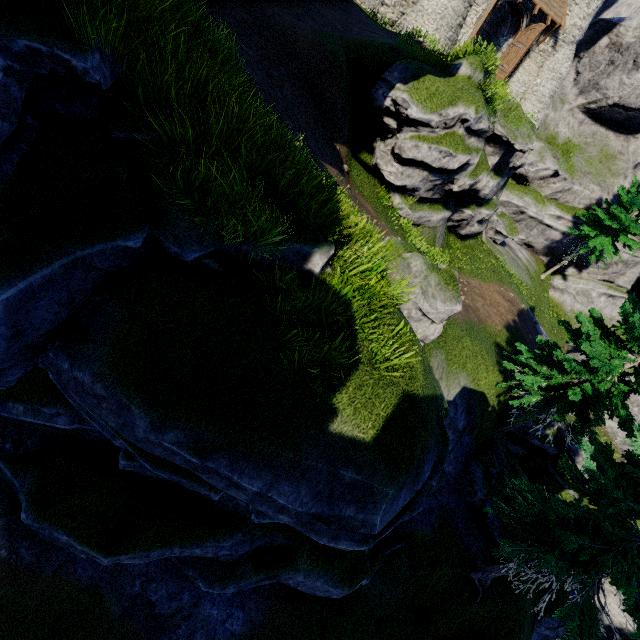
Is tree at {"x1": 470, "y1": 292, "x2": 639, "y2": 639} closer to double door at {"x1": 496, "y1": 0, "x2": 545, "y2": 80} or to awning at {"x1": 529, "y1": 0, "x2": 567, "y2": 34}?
double door at {"x1": 496, "y1": 0, "x2": 545, "y2": 80}

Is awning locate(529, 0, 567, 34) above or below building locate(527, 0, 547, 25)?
above

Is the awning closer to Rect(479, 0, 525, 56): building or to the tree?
Rect(479, 0, 525, 56): building

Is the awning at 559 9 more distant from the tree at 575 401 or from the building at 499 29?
the tree at 575 401

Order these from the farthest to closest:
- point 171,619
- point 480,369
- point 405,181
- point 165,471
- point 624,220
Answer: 1. point 624,220
2. point 405,181
3. point 480,369
4. point 171,619
5. point 165,471

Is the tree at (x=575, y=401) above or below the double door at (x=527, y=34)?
below

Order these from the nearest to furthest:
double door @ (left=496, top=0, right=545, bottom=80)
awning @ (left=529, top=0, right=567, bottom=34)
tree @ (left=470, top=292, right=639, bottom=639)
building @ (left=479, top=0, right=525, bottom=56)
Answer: tree @ (left=470, top=292, right=639, bottom=639), awning @ (left=529, top=0, right=567, bottom=34), double door @ (left=496, top=0, right=545, bottom=80), building @ (left=479, top=0, right=525, bottom=56)
